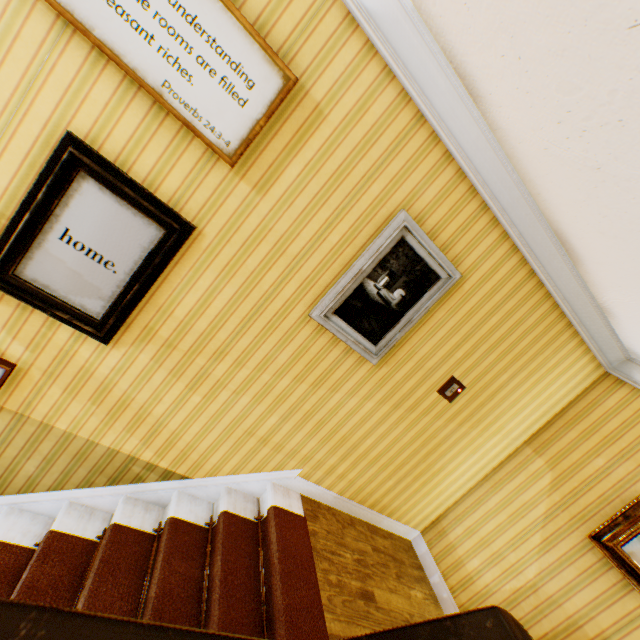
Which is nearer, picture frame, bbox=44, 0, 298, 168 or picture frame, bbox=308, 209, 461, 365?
picture frame, bbox=44, 0, 298, 168

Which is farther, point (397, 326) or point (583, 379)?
point (583, 379)

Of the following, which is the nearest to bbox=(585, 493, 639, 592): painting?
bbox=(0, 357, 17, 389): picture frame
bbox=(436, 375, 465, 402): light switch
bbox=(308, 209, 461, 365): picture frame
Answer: bbox=(436, 375, 465, 402): light switch

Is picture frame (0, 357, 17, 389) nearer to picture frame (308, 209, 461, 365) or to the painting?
picture frame (308, 209, 461, 365)

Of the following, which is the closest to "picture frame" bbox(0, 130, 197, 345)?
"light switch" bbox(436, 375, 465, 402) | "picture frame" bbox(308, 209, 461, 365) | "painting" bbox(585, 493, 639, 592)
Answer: "picture frame" bbox(308, 209, 461, 365)

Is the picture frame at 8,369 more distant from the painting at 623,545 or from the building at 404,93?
the painting at 623,545

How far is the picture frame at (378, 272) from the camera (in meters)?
2.29

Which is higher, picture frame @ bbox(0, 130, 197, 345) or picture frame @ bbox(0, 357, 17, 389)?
picture frame @ bbox(0, 130, 197, 345)
